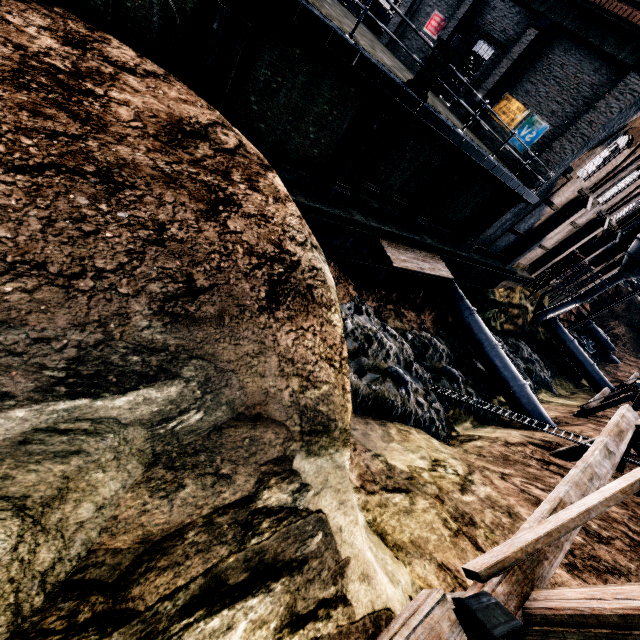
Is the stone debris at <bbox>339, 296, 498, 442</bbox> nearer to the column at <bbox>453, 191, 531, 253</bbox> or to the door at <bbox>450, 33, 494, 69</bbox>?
the column at <bbox>453, 191, 531, 253</bbox>

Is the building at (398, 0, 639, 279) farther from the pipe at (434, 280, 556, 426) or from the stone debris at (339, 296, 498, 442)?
the stone debris at (339, 296, 498, 442)

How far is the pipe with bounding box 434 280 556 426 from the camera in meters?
19.8 m

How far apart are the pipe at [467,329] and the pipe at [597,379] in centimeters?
1843cm

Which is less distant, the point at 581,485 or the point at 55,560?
the point at 55,560

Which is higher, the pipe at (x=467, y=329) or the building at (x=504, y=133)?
the building at (x=504, y=133)

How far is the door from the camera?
21.05m

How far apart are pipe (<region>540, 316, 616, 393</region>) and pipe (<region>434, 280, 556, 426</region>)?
18.4m
